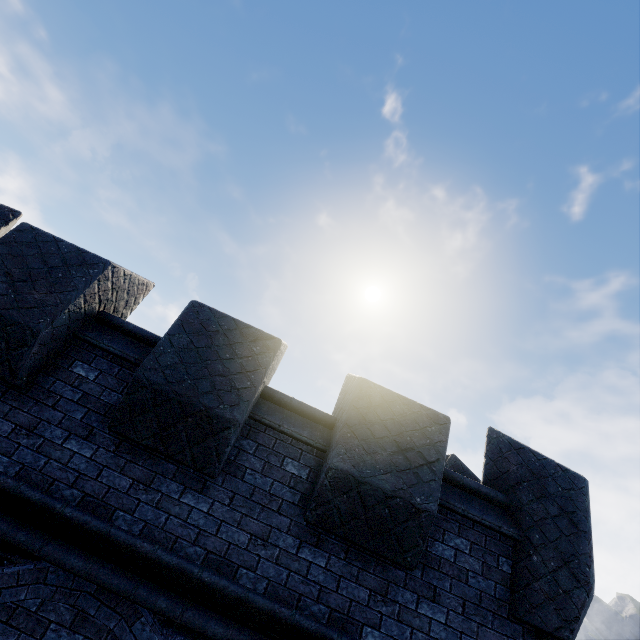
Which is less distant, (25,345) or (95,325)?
(25,345)
